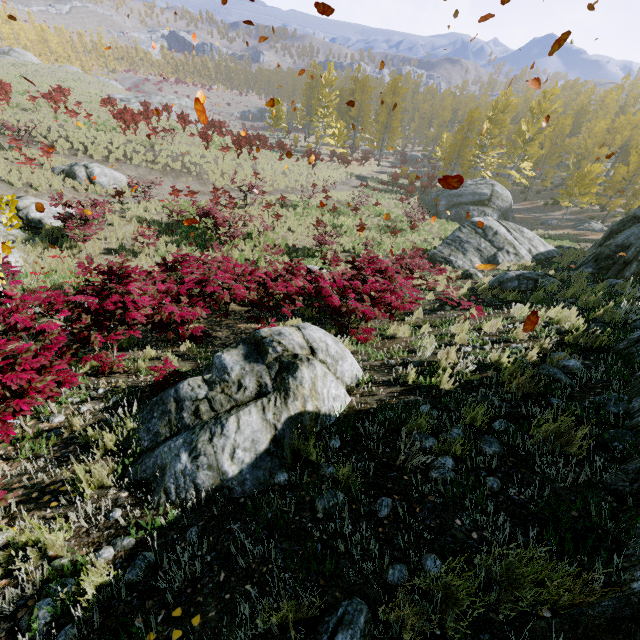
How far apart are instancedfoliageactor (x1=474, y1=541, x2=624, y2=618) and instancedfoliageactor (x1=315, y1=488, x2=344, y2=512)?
1.1m

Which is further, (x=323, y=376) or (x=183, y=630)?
(x=323, y=376)

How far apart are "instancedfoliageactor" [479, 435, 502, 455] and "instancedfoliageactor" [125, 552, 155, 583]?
2.2m

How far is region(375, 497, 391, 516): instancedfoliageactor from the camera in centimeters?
245cm

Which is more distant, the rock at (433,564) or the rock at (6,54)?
the rock at (6,54)

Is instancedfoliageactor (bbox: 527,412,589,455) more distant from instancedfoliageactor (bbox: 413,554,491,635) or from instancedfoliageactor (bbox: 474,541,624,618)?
instancedfoliageactor (bbox: 413,554,491,635)

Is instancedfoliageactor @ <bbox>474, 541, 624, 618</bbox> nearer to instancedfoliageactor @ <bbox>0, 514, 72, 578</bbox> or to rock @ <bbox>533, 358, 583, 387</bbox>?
rock @ <bbox>533, 358, 583, 387</bbox>

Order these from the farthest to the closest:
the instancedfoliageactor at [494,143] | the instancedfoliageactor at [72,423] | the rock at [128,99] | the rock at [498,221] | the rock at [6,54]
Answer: the rock at [6,54] → the rock at [128,99] → the instancedfoliageactor at [494,143] → the rock at [498,221] → the instancedfoliageactor at [72,423]
